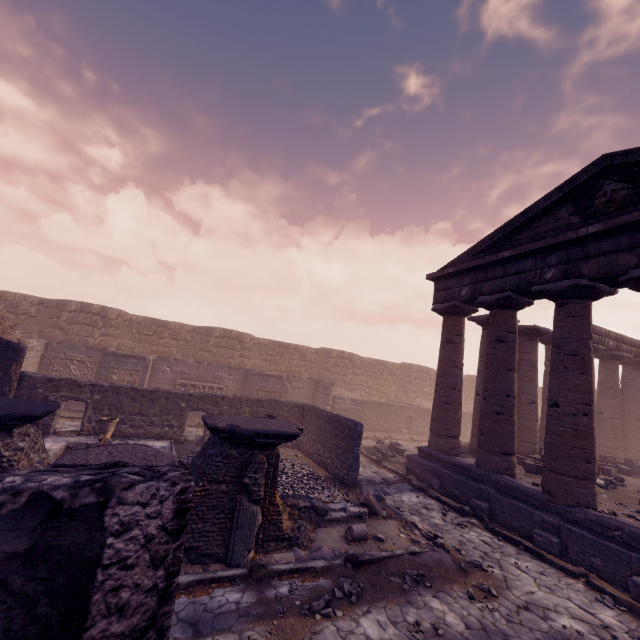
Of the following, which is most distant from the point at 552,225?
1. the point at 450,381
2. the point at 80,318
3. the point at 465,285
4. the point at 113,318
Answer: the point at 80,318

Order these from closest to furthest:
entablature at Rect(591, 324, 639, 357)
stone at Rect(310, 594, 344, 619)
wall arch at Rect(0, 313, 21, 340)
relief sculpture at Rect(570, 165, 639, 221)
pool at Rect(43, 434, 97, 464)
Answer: stone at Rect(310, 594, 344, 619) < relief sculpture at Rect(570, 165, 639, 221) < pool at Rect(43, 434, 97, 464) < wall arch at Rect(0, 313, 21, 340) < entablature at Rect(591, 324, 639, 357)

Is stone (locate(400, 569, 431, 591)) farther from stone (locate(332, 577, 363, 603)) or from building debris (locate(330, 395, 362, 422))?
building debris (locate(330, 395, 362, 422))

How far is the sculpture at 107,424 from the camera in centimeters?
761cm

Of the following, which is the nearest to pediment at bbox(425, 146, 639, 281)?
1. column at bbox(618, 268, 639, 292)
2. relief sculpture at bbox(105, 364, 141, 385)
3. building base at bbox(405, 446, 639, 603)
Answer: column at bbox(618, 268, 639, 292)

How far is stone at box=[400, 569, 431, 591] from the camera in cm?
541

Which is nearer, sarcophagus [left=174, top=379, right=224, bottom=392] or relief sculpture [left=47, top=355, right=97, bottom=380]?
relief sculpture [left=47, top=355, right=97, bottom=380]

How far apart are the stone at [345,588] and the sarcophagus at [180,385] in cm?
1254
